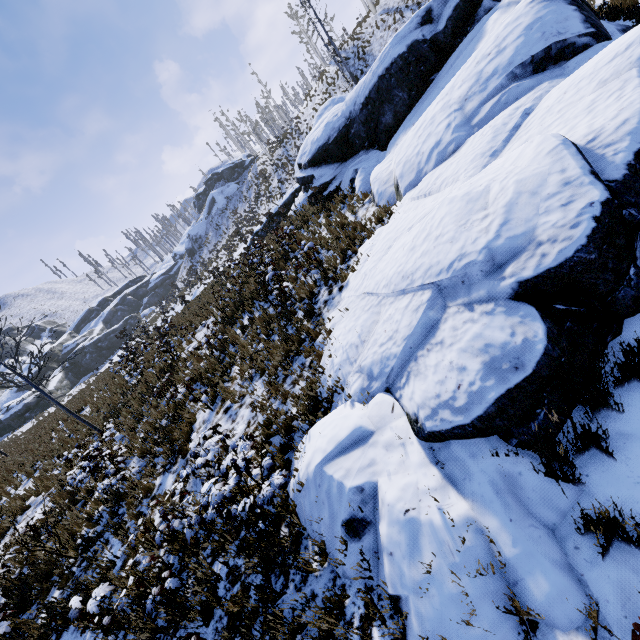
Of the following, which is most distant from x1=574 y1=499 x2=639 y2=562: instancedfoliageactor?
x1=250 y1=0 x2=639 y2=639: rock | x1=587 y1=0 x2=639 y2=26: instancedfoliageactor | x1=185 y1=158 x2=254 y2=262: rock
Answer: x1=185 y1=158 x2=254 y2=262: rock

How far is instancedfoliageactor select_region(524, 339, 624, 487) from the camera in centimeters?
270cm

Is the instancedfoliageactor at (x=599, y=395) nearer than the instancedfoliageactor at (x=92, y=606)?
Yes

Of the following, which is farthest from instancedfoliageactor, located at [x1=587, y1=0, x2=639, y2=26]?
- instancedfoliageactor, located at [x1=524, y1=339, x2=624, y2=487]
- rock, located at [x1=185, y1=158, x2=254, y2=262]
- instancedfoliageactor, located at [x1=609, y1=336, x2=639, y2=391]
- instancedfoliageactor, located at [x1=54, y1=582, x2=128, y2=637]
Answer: rock, located at [x1=185, y1=158, x2=254, y2=262]

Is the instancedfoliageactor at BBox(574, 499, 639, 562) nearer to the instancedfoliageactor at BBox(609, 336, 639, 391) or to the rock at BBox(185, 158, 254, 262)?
the instancedfoliageactor at BBox(609, 336, 639, 391)

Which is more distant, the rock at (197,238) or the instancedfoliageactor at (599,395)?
the rock at (197,238)

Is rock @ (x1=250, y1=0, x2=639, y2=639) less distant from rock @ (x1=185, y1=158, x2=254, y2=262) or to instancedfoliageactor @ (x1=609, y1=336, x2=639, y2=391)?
instancedfoliageactor @ (x1=609, y1=336, x2=639, y2=391)

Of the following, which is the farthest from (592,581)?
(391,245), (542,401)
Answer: (391,245)
